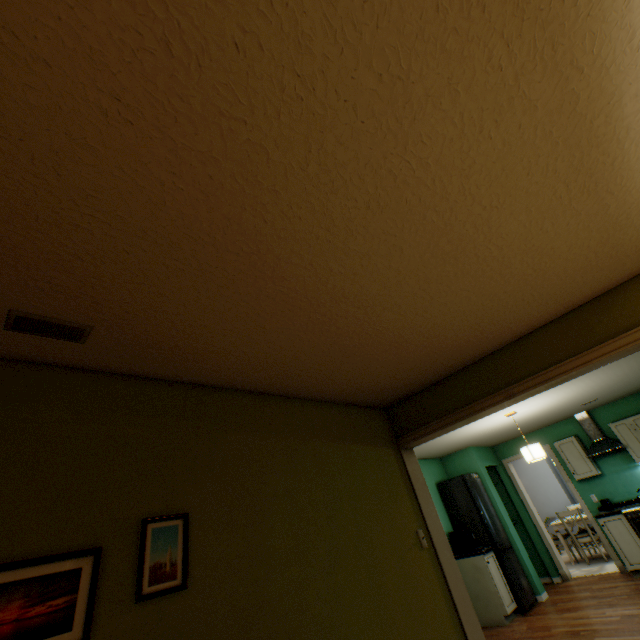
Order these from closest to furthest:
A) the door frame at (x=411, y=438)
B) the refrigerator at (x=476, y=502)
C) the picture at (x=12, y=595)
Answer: the picture at (x=12, y=595)
the door frame at (x=411, y=438)
the refrigerator at (x=476, y=502)

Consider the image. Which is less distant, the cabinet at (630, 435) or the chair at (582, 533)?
the cabinet at (630, 435)

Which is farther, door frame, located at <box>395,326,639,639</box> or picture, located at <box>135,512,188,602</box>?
door frame, located at <box>395,326,639,639</box>

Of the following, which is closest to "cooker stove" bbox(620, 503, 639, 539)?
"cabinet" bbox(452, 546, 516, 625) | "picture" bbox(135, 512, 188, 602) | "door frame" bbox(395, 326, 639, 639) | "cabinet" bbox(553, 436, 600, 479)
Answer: "cabinet" bbox(553, 436, 600, 479)

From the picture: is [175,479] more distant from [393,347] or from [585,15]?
[585,15]

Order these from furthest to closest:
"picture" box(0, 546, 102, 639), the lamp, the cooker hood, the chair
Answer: the chair
the cooker hood
the lamp
"picture" box(0, 546, 102, 639)

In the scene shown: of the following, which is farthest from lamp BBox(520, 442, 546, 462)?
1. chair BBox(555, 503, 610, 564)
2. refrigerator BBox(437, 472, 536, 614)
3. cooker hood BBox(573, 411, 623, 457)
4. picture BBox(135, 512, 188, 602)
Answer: picture BBox(135, 512, 188, 602)

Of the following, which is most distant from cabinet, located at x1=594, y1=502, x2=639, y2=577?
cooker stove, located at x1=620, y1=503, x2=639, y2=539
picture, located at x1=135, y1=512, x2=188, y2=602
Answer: picture, located at x1=135, y1=512, x2=188, y2=602
